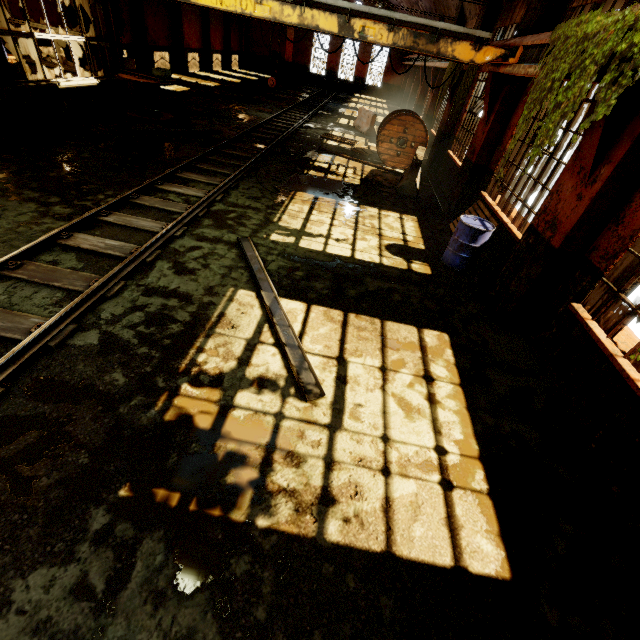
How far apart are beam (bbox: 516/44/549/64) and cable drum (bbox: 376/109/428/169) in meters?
5.5 m

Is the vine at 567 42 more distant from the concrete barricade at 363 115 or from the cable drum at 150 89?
the concrete barricade at 363 115

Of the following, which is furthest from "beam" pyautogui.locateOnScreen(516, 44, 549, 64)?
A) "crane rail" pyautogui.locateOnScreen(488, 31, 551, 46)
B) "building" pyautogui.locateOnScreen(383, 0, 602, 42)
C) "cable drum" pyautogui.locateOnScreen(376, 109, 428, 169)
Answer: "cable drum" pyautogui.locateOnScreen(376, 109, 428, 169)

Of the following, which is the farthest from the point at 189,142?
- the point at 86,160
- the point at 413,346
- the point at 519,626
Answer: the point at 519,626

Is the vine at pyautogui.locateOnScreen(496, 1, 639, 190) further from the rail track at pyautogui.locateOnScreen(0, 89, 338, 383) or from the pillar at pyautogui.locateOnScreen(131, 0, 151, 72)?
the pillar at pyautogui.locateOnScreen(131, 0, 151, 72)

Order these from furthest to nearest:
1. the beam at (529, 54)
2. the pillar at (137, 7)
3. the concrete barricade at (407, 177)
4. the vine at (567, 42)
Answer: the pillar at (137, 7) < the concrete barricade at (407, 177) < the beam at (529, 54) < the vine at (567, 42)

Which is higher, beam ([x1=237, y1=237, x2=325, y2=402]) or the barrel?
the barrel

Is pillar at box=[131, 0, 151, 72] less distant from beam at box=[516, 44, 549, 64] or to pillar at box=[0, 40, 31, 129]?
pillar at box=[0, 40, 31, 129]
